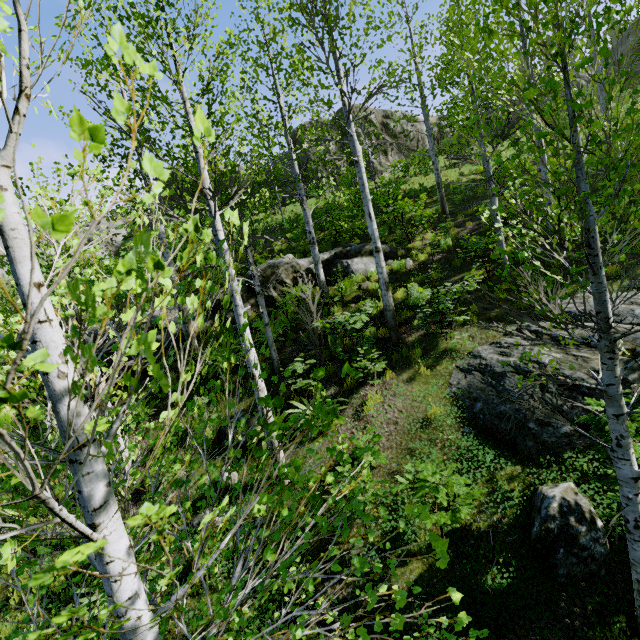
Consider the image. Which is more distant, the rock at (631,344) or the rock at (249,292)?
the rock at (249,292)

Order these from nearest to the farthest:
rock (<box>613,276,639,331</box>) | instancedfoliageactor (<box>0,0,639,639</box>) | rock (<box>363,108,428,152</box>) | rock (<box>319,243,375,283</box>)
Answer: Result: instancedfoliageactor (<box>0,0,639,639</box>) → rock (<box>613,276,639,331</box>) → rock (<box>319,243,375,283</box>) → rock (<box>363,108,428,152</box>)

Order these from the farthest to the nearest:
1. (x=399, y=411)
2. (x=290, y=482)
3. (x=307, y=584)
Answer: (x=399, y=411), (x=290, y=482), (x=307, y=584)

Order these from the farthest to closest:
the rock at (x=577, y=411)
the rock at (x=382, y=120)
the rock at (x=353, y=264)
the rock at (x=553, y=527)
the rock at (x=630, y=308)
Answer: the rock at (x=382, y=120), the rock at (x=353, y=264), the rock at (x=630, y=308), the rock at (x=577, y=411), the rock at (x=553, y=527)

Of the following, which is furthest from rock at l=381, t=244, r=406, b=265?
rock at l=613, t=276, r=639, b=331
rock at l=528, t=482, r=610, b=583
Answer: rock at l=528, t=482, r=610, b=583

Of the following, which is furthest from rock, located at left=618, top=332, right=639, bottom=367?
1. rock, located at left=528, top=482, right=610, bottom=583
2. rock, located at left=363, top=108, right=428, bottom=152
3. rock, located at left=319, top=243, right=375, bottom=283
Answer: rock, located at left=363, top=108, right=428, bottom=152

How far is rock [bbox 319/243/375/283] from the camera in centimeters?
1161cm
